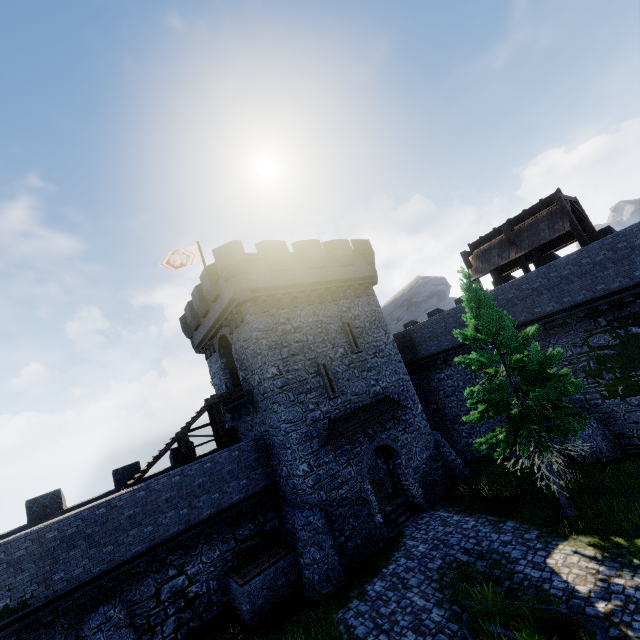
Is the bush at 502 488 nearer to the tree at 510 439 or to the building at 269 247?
the tree at 510 439

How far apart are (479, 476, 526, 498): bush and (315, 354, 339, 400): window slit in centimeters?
821cm

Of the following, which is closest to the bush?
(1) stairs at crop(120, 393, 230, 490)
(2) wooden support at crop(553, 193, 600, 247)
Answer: (2) wooden support at crop(553, 193, 600, 247)

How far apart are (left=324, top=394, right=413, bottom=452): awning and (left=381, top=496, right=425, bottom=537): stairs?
4.4m

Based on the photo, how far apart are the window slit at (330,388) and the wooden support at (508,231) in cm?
1300

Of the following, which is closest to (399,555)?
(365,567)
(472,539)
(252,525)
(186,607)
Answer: (365,567)

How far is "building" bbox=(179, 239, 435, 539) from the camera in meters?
16.4 m

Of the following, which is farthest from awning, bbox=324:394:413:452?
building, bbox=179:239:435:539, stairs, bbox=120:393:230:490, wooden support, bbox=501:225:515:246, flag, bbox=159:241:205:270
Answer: flag, bbox=159:241:205:270
